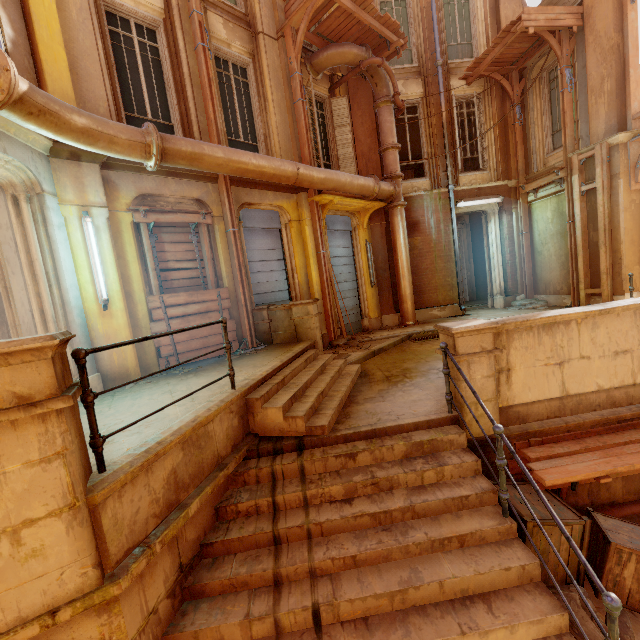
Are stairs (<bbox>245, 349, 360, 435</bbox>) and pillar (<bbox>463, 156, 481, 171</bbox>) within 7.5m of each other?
no

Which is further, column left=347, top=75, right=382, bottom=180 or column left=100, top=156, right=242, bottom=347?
column left=347, top=75, right=382, bottom=180

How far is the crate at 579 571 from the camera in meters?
3.4

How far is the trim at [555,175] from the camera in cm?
959

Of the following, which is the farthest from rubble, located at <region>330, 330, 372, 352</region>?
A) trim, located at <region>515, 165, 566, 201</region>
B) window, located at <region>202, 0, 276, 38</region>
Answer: window, located at <region>202, 0, 276, 38</region>

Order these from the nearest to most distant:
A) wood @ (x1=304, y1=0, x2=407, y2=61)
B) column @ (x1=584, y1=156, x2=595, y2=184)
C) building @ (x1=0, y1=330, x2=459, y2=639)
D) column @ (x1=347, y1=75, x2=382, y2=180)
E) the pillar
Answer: building @ (x1=0, y1=330, x2=459, y2=639) < wood @ (x1=304, y1=0, x2=407, y2=61) < column @ (x1=584, y1=156, x2=595, y2=184) < column @ (x1=347, y1=75, x2=382, y2=180) < the pillar

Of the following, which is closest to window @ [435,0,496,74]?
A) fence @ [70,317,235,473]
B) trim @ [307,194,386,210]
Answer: trim @ [307,194,386,210]

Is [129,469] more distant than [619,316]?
No
